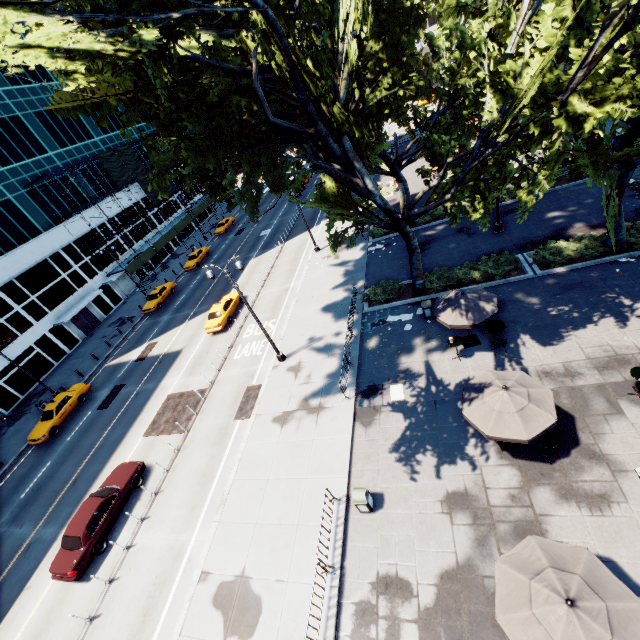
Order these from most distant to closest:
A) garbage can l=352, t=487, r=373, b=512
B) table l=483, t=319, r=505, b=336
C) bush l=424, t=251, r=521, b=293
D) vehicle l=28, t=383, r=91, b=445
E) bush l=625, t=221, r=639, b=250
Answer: vehicle l=28, t=383, r=91, b=445
bush l=424, t=251, r=521, b=293
bush l=625, t=221, r=639, b=250
table l=483, t=319, r=505, b=336
garbage can l=352, t=487, r=373, b=512

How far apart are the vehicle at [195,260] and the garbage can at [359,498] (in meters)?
36.79

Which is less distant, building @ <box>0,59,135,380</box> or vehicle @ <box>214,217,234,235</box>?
building @ <box>0,59,135,380</box>

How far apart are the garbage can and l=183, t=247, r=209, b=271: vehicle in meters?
36.8 m

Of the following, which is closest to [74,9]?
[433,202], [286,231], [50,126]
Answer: [433,202]

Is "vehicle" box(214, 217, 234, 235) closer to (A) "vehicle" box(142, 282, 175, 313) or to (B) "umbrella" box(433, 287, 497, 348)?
(A) "vehicle" box(142, 282, 175, 313)

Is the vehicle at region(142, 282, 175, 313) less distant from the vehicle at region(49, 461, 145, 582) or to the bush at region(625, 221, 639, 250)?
the vehicle at region(49, 461, 145, 582)

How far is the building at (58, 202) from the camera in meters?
36.2
